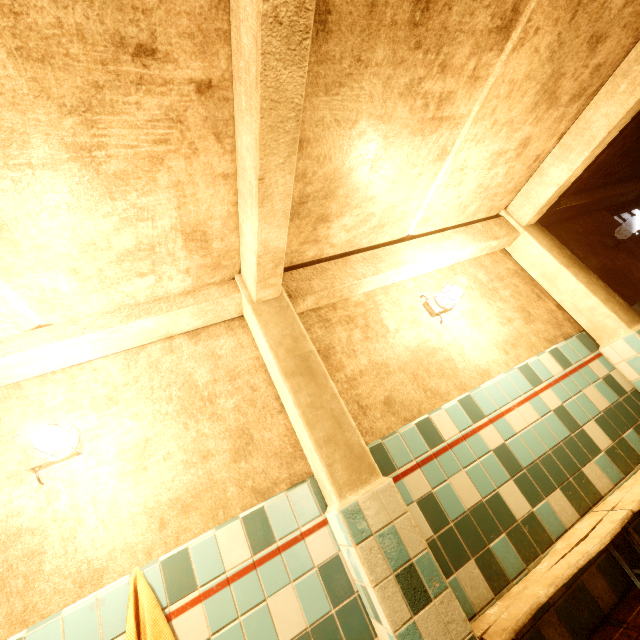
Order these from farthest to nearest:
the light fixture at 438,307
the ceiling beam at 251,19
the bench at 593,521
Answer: the light fixture at 438,307 < the bench at 593,521 < the ceiling beam at 251,19

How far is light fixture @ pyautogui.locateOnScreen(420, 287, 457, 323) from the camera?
2.9 meters

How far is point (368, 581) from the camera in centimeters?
158cm

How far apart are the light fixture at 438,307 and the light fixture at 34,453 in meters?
2.8 m

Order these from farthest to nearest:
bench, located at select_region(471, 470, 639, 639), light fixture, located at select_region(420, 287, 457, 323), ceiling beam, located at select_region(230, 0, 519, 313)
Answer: light fixture, located at select_region(420, 287, 457, 323)
bench, located at select_region(471, 470, 639, 639)
ceiling beam, located at select_region(230, 0, 519, 313)

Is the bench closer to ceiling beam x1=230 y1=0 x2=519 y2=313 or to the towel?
the towel

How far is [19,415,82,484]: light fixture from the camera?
1.7m

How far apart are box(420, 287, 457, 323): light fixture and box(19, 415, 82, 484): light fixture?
2.8m
